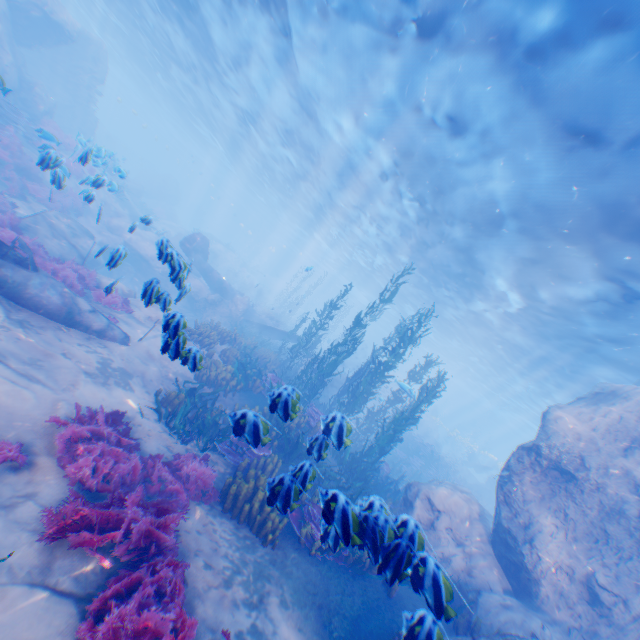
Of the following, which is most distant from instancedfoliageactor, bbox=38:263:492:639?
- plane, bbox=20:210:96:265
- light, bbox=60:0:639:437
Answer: light, bbox=60:0:639:437

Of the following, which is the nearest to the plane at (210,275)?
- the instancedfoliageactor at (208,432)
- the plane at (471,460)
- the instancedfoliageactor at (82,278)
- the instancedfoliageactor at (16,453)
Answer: the instancedfoliageactor at (208,432)

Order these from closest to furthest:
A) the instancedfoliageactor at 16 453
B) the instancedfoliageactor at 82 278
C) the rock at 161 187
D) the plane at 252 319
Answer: the instancedfoliageactor at 16 453 < the instancedfoliageactor at 82 278 < the plane at 252 319 < the rock at 161 187

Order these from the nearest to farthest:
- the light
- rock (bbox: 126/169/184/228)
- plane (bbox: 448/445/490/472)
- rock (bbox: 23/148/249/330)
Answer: rock (bbox: 23/148/249/330) < the light < rock (bbox: 126/169/184/228) < plane (bbox: 448/445/490/472)

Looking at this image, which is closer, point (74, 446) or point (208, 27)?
point (74, 446)

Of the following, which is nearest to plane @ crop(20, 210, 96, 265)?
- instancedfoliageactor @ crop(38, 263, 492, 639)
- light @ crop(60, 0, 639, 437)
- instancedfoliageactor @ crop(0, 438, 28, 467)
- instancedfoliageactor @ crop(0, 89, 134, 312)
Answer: instancedfoliageactor @ crop(38, 263, 492, 639)

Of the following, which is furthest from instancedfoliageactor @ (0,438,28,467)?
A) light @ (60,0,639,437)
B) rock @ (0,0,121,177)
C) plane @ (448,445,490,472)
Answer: plane @ (448,445,490,472)

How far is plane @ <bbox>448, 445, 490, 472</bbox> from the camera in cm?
3547
